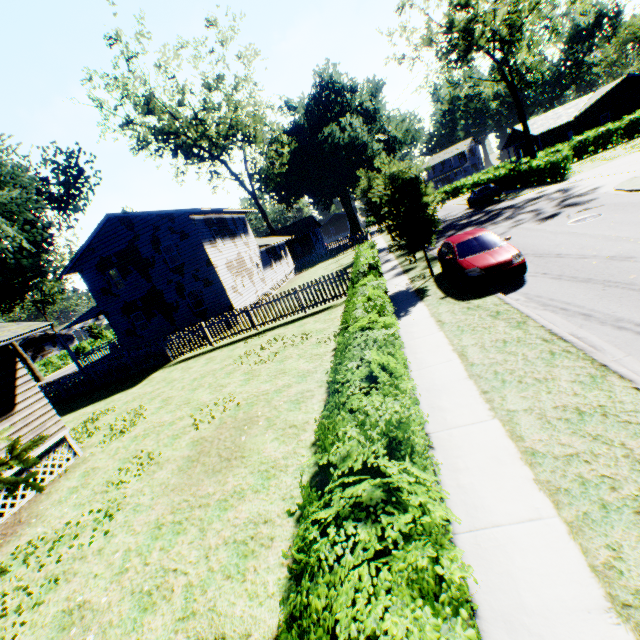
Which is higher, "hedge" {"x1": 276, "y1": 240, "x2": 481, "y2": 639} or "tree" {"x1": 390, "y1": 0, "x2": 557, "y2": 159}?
"tree" {"x1": 390, "y1": 0, "x2": 557, "y2": 159}

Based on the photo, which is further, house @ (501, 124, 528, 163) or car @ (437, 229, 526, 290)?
house @ (501, 124, 528, 163)

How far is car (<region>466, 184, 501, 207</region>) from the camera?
30.95m

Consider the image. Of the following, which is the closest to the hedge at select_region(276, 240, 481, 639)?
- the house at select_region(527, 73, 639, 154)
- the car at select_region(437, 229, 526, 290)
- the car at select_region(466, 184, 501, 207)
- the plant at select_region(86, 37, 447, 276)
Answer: the plant at select_region(86, 37, 447, 276)

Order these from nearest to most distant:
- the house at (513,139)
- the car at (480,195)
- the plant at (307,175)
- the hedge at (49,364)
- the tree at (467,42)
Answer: the plant at (307,175) < the tree at (467,42) < the car at (480,195) < the hedge at (49,364) < the house at (513,139)

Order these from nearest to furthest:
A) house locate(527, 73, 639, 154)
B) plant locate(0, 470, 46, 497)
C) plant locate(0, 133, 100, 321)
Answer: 1. plant locate(0, 470, 46, 497)
2. plant locate(0, 133, 100, 321)
3. house locate(527, 73, 639, 154)

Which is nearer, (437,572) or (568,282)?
(437,572)

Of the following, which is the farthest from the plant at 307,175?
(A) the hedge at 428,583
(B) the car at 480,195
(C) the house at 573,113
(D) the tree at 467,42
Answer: (C) the house at 573,113
